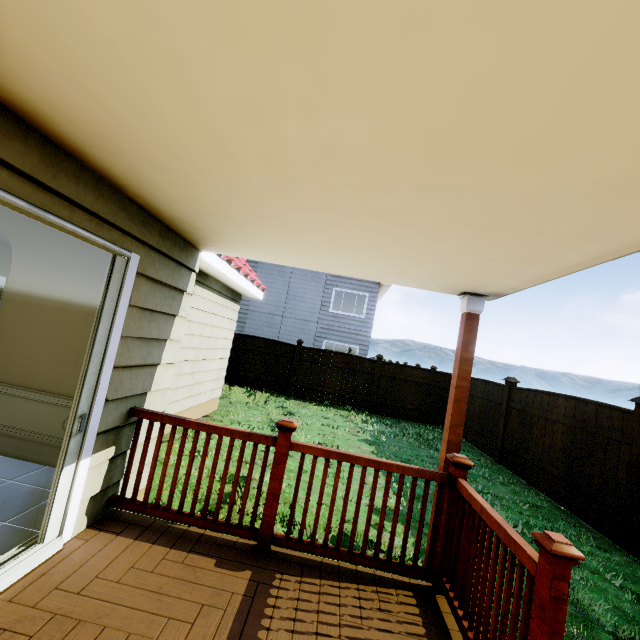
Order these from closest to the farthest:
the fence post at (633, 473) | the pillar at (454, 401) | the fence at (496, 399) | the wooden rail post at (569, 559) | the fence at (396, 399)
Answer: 1. the wooden rail post at (569, 559)
2. the pillar at (454, 401)
3. the fence post at (633, 473)
4. the fence at (496, 399)
5. the fence at (396, 399)

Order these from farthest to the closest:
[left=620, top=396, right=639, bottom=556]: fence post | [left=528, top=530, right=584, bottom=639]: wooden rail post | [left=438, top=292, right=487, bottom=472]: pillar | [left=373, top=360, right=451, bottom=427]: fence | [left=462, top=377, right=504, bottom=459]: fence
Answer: [left=373, top=360, right=451, bottom=427]: fence
[left=462, top=377, right=504, bottom=459]: fence
[left=620, top=396, right=639, bottom=556]: fence post
[left=438, top=292, right=487, bottom=472]: pillar
[left=528, top=530, right=584, bottom=639]: wooden rail post

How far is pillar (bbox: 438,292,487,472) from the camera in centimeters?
300cm

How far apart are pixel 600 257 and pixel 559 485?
6.32m

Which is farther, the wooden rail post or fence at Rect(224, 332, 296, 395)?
fence at Rect(224, 332, 296, 395)

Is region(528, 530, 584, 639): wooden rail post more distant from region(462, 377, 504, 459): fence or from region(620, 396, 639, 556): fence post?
region(462, 377, 504, 459): fence

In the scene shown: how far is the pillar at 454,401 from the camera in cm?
300

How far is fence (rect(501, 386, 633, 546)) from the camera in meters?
5.0
